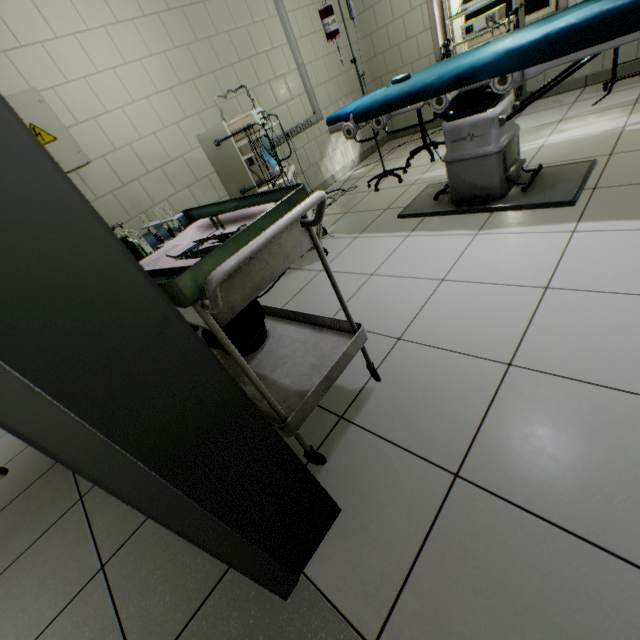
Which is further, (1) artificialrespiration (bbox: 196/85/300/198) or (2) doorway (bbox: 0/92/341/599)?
(1) artificialrespiration (bbox: 196/85/300/198)

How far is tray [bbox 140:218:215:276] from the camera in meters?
1.0

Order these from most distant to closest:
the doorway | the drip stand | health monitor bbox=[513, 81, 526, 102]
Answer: health monitor bbox=[513, 81, 526, 102] < the drip stand < the doorway

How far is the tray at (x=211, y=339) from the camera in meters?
1.5 m

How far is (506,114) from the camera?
2.0 meters

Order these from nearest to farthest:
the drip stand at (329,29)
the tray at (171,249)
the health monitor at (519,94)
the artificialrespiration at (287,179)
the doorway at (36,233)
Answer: the doorway at (36,233), the tray at (171,249), the artificialrespiration at (287,179), the drip stand at (329,29), the health monitor at (519,94)

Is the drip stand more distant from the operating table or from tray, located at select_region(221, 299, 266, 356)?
tray, located at select_region(221, 299, 266, 356)

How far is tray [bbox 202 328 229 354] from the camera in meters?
1.5
